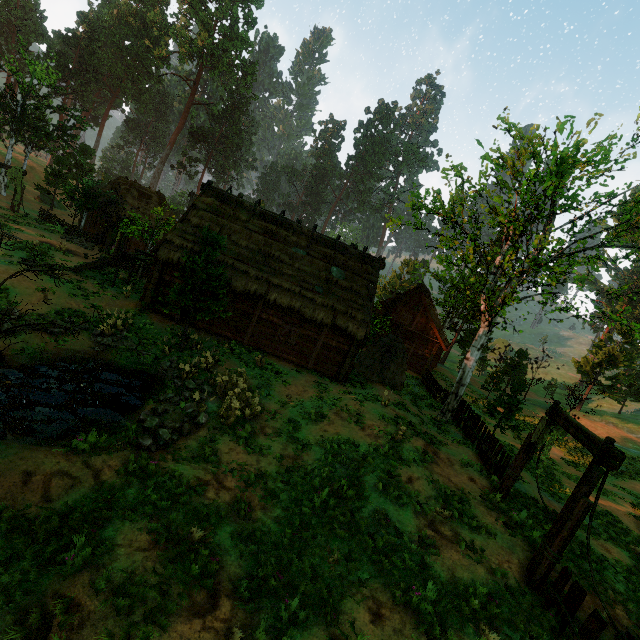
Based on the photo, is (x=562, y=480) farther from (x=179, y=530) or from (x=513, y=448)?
(x=179, y=530)

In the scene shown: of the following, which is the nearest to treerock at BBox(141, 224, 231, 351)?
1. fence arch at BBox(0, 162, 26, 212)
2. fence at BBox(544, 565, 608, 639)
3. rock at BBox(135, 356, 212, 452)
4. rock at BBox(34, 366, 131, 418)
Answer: fence arch at BBox(0, 162, 26, 212)

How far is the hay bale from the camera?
19.62m

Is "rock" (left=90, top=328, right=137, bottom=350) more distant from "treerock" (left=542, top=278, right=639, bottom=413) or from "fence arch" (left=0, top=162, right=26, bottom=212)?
"fence arch" (left=0, top=162, right=26, bottom=212)

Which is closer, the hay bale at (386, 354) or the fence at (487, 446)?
the fence at (487, 446)

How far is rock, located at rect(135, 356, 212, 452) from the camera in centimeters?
994cm

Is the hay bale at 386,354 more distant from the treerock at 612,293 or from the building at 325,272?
the treerock at 612,293

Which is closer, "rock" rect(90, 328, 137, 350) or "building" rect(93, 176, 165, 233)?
"rock" rect(90, 328, 137, 350)
